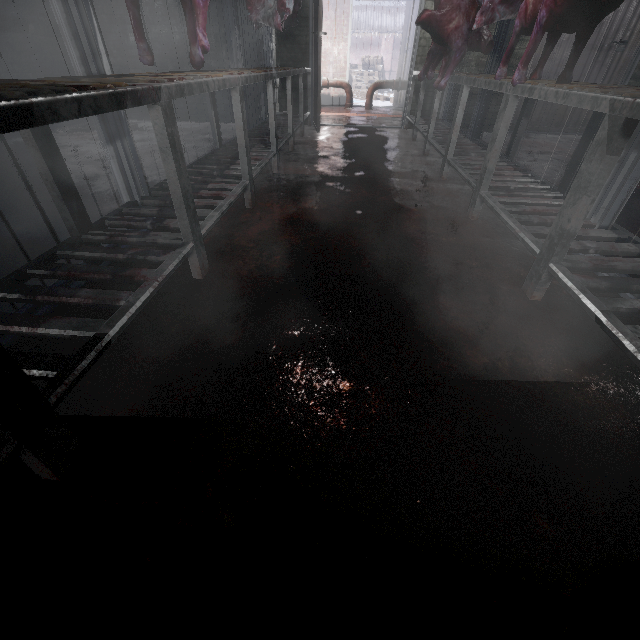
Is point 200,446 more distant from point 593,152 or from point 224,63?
point 224,63

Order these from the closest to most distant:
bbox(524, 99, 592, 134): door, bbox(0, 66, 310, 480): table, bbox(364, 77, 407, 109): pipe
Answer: bbox(0, 66, 310, 480): table
bbox(524, 99, 592, 134): door
bbox(364, 77, 407, 109): pipe

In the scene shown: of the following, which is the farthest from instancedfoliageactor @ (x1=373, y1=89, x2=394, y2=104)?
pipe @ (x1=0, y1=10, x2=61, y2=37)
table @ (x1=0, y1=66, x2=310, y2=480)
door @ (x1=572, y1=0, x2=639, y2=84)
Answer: pipe @ (x1=0, y1=10, x2=61, y2=37)

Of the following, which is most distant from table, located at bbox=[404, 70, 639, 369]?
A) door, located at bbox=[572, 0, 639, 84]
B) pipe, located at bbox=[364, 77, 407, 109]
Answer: pipe, located at bbox=[364, 77, 407, 109]

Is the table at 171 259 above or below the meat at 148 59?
below

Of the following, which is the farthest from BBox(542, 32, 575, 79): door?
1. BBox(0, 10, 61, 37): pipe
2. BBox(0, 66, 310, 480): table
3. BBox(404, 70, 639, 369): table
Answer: BBox(0, 10, 61, 37): pipe

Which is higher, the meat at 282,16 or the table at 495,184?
the meat at 282,16

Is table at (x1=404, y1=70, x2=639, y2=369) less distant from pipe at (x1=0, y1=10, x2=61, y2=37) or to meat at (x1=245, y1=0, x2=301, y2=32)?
meat at (x1=245, y1=0, x2=301, y2=32)
